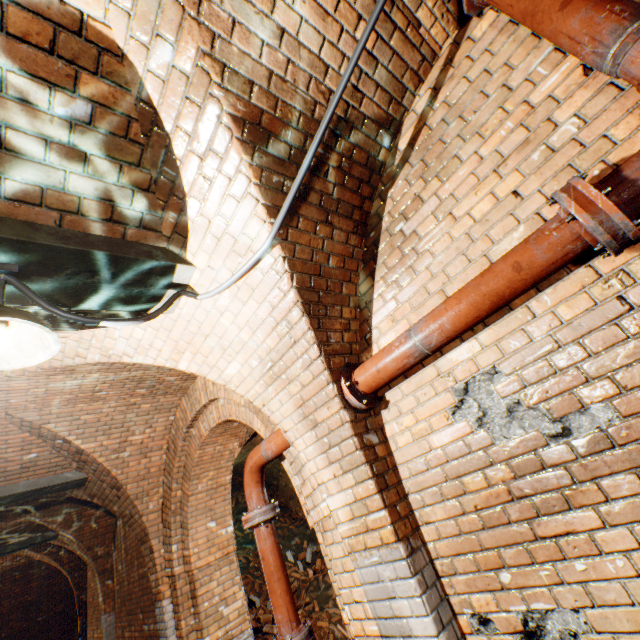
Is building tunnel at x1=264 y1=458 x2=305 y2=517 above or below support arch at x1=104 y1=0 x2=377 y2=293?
below

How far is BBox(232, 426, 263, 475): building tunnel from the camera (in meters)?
6.24

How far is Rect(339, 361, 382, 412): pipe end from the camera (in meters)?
2.21

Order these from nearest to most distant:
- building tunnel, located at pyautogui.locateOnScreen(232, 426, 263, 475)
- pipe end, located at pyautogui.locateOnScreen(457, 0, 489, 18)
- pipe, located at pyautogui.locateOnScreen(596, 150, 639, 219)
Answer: pipe, located at pyautogui.locateOnScreen(596, 150, 639, 219), pipe end, located at pyautogui.locateOnScreen(457, 0, 489, 18), building tunnel, located at pyautogui.locateOnScreen(232, 426, 263, 475)

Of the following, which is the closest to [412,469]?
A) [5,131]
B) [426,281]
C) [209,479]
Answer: [426,281]

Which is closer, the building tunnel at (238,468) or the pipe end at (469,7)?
the pipe end at (469,7)

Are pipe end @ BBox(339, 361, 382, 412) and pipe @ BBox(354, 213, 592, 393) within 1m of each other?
yes

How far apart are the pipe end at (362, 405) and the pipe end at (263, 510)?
1.7m
